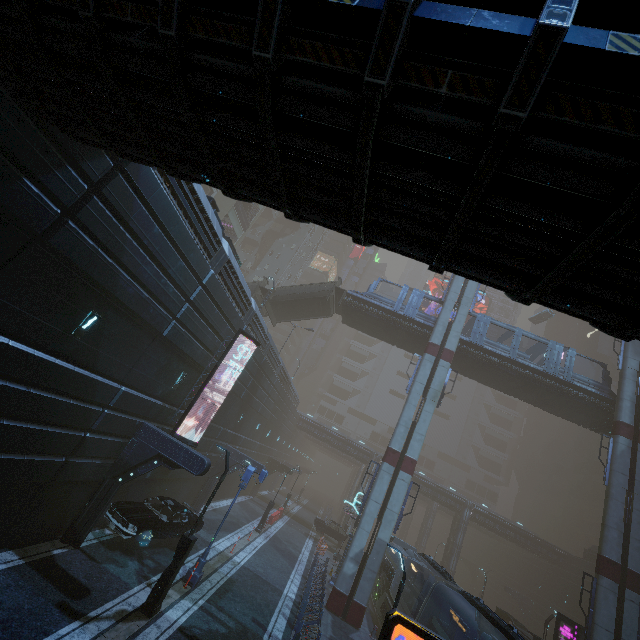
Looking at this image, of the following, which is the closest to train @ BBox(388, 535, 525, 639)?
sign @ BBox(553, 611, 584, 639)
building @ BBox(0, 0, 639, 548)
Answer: building @ BBox(0, 0, 639, 548)

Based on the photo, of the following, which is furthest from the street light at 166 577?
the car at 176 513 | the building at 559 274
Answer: the car at 176 513

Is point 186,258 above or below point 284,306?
below

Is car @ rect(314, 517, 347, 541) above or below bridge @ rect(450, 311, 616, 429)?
below

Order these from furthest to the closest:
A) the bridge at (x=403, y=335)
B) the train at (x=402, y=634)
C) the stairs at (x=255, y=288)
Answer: the stairs at (x=255, y=288), the bridge at (x=403, y=335), the train at (x=402, y=634)

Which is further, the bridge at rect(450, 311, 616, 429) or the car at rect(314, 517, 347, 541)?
the car at rect(314, 517, 347, 541)

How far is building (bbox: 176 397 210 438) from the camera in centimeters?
1780cm

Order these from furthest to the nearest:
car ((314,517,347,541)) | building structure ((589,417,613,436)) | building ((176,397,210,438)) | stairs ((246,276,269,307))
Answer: car ((314,517,347,541)), stairs ((246,276,269,307)), building structure ((589,417,613,436)), building ((176,397,210,438))
